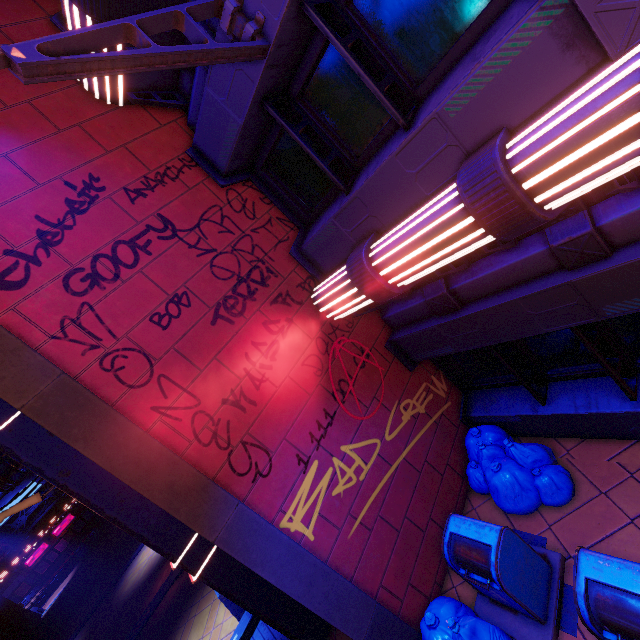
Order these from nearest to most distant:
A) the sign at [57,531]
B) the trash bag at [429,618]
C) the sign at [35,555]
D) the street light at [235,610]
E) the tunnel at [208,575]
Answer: the trash bag at [429,618] < the tunnel at [208,575] < the street light at [235,610] < the sign at [35,555] < the sign at [57,531]

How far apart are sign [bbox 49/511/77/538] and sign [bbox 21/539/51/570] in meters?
0.3

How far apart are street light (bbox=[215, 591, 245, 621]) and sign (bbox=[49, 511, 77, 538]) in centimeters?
4679cm

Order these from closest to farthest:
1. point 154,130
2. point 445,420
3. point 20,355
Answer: point 20,355 → point 154,130 → point 445,420

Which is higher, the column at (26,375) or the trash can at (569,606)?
the column at (26,375)

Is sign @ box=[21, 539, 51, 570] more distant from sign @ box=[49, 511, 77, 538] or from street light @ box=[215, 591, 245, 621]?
street light @ box=[215, 591, 245, 621]

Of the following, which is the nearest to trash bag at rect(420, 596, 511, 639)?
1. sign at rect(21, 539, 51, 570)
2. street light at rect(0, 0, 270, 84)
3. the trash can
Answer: the trash can

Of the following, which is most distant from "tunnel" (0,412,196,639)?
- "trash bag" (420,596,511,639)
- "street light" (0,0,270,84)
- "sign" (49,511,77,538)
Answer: "sign" (49,511,77,538)
